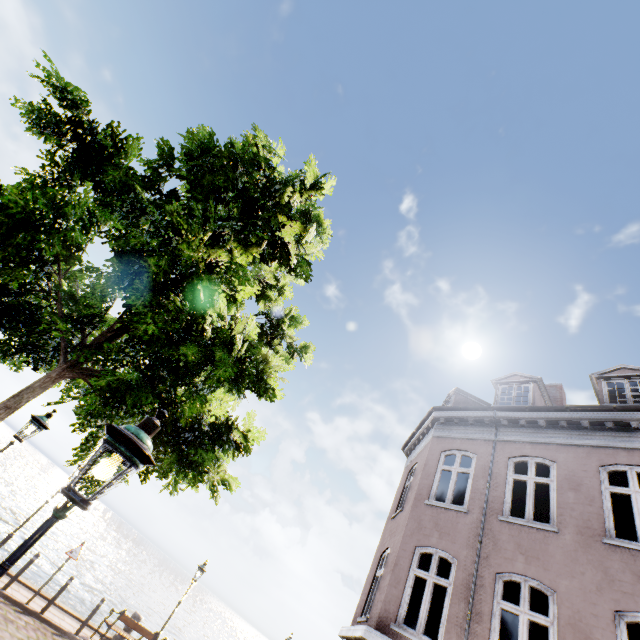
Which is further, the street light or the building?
the street light

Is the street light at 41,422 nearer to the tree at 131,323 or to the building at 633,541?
the tree at 131,323

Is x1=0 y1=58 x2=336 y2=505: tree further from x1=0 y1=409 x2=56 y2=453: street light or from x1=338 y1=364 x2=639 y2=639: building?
x1=338 y1=364 x2=639 y2=639: building

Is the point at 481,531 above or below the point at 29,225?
above

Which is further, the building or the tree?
the building

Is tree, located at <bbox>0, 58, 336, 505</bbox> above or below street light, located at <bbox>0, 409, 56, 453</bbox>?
above

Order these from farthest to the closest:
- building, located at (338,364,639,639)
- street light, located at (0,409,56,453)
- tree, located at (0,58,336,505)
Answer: street light, located at (0,409,56,453)
building, located at (338,364,639,639)
tree, located at (0,58,336,505)
